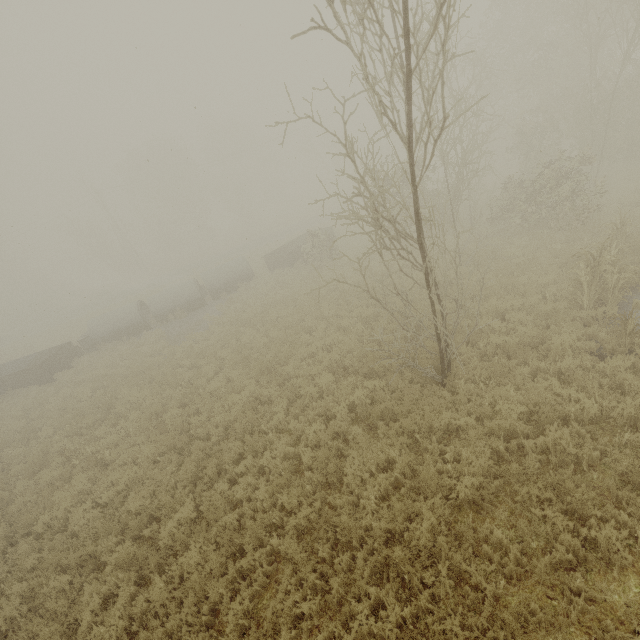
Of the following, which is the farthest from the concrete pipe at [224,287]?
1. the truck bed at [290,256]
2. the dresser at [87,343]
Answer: the dresser at [87,343]

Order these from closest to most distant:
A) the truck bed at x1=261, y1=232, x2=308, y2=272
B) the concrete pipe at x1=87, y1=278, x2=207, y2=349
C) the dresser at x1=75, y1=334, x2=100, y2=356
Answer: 1. the dresser at x1=75, y1=334, x2=100, y2=356
2. the concrete pipe at x1=87, y1=278, x2=207, y2=349
3. the truck bed at x1=261, y1=232, x2=308, y2=272

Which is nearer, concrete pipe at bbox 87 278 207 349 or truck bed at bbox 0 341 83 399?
truck bed at bbox 0 341 83 399

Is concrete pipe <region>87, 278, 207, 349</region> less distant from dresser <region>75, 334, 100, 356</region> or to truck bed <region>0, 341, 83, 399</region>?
dresser <region>75, 334, 100, 356</region>

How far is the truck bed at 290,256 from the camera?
23.4m

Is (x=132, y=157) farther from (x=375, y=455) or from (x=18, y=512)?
(x=375, y=455)

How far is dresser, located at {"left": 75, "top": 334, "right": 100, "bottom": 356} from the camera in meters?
21.3 m

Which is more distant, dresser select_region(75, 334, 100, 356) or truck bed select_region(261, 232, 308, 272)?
truck bed select_region(261, 232, 308, 272)
